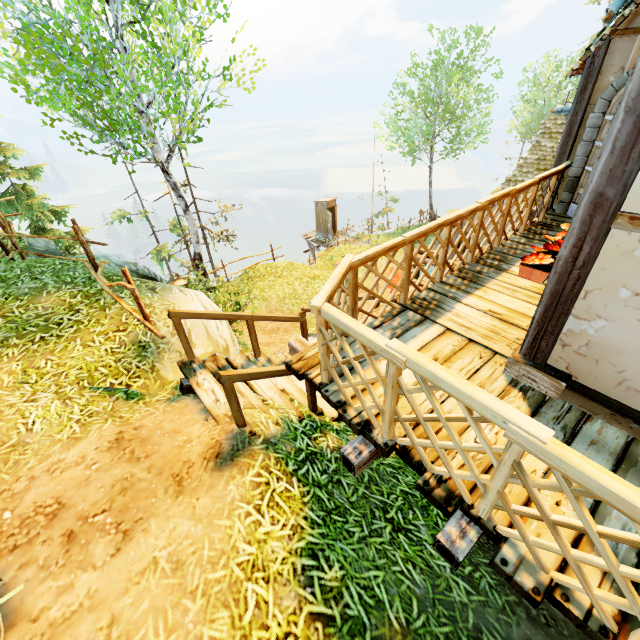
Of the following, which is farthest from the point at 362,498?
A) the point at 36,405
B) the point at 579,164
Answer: the point at 579,164

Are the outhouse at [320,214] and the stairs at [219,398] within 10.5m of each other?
no

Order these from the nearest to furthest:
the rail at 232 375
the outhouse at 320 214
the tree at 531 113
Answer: the rail at 232 375
the outhouse at 320 214
the tree at 531 113

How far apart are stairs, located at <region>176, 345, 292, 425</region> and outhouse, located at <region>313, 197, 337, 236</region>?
19.8m

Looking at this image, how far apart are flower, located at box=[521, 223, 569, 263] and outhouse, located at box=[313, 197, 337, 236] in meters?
20.3

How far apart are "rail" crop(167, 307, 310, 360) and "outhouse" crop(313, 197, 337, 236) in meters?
18.8

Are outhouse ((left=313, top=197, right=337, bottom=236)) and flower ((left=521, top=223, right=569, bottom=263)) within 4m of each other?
no

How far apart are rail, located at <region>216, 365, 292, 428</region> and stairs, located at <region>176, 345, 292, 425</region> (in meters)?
0.03
